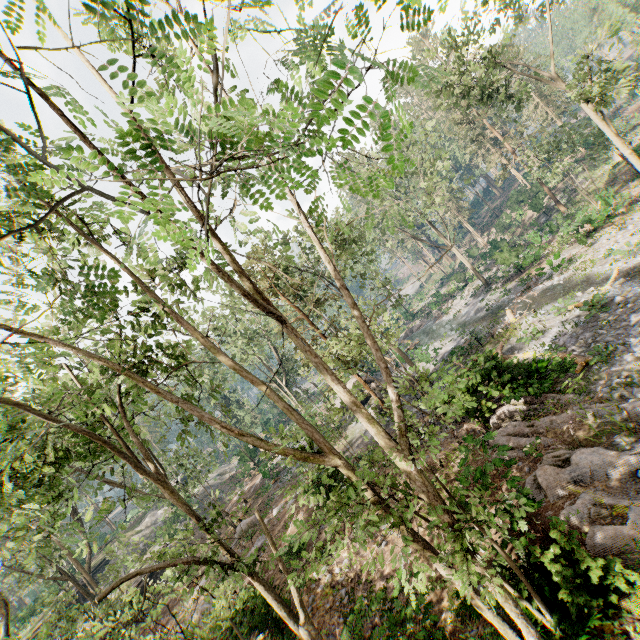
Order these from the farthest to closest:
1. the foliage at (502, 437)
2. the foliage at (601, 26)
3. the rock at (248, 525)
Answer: the rock at (248, 525) → the foliage at (601, 26) → the foliage at (502, 437)

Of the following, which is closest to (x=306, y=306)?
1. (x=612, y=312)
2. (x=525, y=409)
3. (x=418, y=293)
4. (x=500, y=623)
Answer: (x=525, y=409)

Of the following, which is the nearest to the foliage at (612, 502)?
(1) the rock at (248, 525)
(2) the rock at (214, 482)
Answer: (2) the rock at (214, 482)

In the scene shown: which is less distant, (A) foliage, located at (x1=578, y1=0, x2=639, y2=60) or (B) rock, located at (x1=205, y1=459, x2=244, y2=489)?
(A) foliage, located at (x1=578, y1=0, x2=639, y2=60)

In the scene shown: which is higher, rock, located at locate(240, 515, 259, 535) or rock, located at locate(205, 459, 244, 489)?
rock, located at locate(205, 459, 244, 489)

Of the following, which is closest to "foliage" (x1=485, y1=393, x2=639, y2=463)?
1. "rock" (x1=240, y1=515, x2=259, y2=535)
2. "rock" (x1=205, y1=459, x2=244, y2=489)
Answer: "rock" (x1=205, y1=459, x2=244, y2=489)
